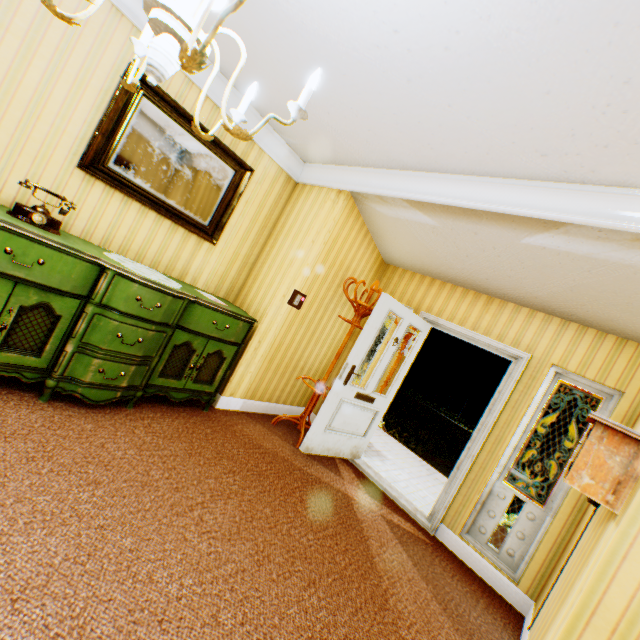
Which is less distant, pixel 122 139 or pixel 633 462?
pixel 633 462

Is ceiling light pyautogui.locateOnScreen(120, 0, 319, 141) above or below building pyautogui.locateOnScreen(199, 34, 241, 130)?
below

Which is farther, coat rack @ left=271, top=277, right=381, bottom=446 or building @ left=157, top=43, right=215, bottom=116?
coat rack @ left=271, top=277, right=381, bottom=446

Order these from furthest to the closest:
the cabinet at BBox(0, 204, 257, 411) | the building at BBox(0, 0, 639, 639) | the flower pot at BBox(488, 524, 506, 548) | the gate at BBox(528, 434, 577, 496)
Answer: the gate at BBox(528, 434, 577, 496) → the flower pot at BBox(488, 524, 506, 548) → the cabinet at BBox(0, 204, 257, 411) → the building at BBox(0, 0, 639, 639)

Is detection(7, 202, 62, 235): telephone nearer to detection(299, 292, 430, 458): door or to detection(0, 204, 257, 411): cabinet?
detection(0, 204, 257, 411): cabinet

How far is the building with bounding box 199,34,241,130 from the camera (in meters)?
2.63

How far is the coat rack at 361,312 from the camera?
4.06m

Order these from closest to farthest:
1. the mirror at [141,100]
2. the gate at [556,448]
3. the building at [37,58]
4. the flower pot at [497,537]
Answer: the building at [37,58] < the mirror at [141,100] < the flower pot at [497,537] < the gate at [556,448]
